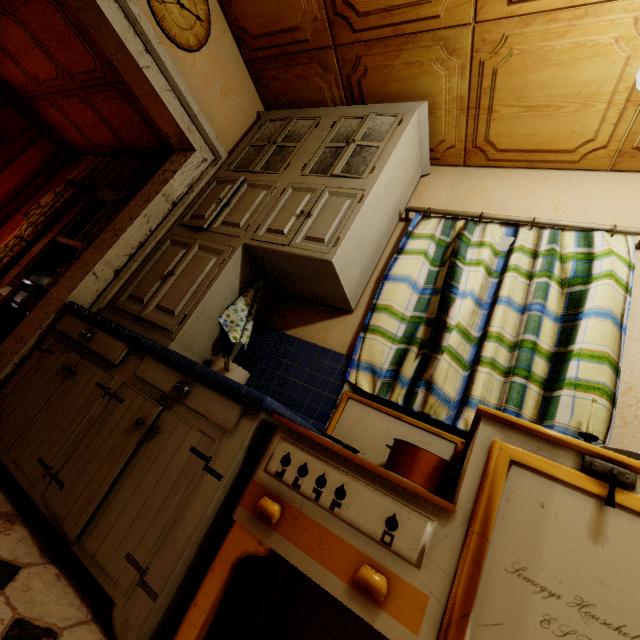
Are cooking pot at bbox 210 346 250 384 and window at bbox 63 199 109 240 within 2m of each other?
no

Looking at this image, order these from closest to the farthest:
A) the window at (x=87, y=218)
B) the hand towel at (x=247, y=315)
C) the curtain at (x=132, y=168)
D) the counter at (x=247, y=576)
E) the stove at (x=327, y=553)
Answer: the stove at (x=327, y=553)
the counter at (x=247, y=576)
the hand towel at (x=247, y=315)
the curtain at (x=132, y=168)
the window at (x=87, y=218)

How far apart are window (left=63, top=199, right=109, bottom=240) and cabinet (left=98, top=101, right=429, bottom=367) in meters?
2.0 m

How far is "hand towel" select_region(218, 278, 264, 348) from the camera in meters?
1.9

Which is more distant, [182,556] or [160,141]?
[160,141]

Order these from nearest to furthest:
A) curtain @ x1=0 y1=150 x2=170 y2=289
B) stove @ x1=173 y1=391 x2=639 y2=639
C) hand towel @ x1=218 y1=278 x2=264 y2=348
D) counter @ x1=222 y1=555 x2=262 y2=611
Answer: stove @ x1=173 y1=391 x2=639 y2=639
counter @ x1=222 y1=555 x2=262 y2=611
hand towel @ x1=218 y1=278 x2=264 y2=348
curtain @ x1=0 y1=150 x2=170 y2=289

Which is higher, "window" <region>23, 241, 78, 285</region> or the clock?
the clock

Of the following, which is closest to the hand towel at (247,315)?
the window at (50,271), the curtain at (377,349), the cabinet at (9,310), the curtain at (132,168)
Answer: the curtain at (377,349)
